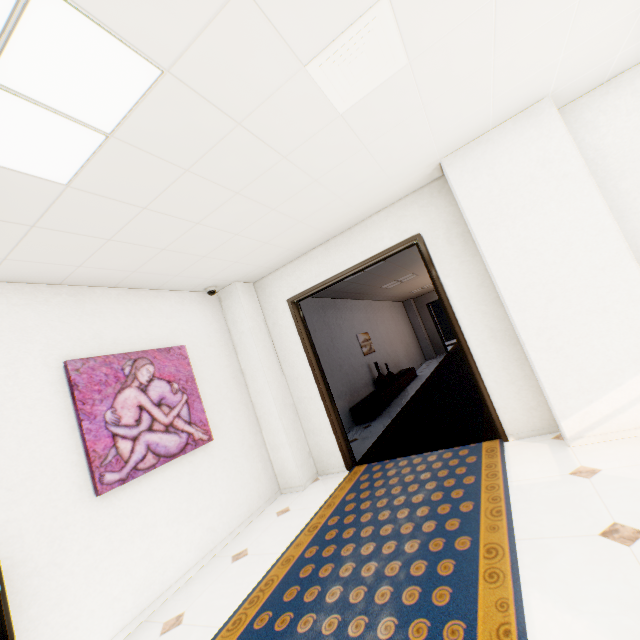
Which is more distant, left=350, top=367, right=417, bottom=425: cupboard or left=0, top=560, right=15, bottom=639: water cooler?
left=350, top=367, right=417, bottom=425: cupboard

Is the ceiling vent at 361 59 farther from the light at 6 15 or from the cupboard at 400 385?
the cupboard at 400 385

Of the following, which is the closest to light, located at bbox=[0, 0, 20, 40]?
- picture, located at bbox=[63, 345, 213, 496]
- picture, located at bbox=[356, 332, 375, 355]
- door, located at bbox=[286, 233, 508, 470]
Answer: picture, located at bbox=[63, 345, 213, 496]

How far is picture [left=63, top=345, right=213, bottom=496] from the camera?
2.8m

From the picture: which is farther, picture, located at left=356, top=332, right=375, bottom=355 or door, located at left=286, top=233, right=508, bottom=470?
picture, located at left=356, top=332, right=375, bottom=355

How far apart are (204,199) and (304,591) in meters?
3.0

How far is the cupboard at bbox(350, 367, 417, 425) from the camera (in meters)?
6.79

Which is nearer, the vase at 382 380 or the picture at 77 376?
the picture at 77 376
